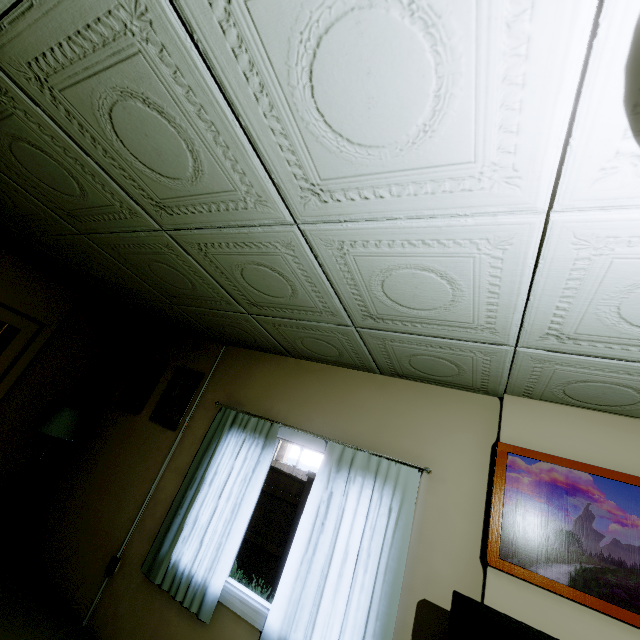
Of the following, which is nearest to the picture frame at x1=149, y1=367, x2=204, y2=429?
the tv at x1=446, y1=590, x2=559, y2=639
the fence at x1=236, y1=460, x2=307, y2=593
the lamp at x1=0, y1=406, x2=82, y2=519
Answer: the lamp at x1=0, y1=406, x2=82, y2=519

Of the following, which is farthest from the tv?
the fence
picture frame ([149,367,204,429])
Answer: the fence

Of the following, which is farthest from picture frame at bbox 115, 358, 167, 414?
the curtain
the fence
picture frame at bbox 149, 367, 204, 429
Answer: the fence

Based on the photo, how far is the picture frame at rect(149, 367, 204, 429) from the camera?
3.7m

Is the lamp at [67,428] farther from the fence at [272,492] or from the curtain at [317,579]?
the fence at [272,492]

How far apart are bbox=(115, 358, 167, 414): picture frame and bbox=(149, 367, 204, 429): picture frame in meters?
0.2 m

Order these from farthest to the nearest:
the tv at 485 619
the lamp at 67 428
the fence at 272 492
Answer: the fence at 272 492
the lamp at 67 428
the tv at 485 619

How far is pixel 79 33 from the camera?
1.1m
